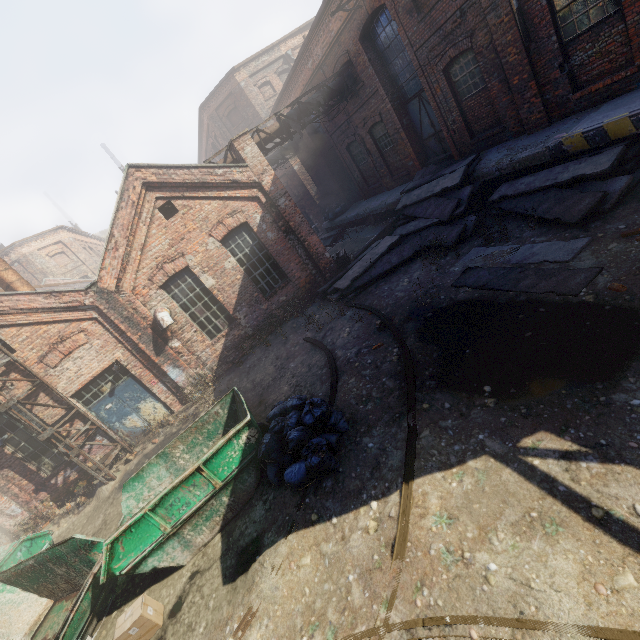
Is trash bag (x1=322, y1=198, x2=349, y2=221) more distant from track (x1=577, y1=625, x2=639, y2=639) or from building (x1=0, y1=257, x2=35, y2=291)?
building (x1=0, y1=257, x2=35, y2=291)

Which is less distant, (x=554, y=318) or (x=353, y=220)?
Result: (x=554, y=318)

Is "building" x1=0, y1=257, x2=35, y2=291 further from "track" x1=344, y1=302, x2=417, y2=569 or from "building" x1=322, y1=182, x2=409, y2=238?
"building" x1=322, y1=182, x2=409, y2=238

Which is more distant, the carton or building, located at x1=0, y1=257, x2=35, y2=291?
building, located at x1=0, y1=257, x2=35, y2=291

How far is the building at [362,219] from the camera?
15.7m

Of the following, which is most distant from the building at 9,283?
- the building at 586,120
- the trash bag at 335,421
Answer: the building at 586,120

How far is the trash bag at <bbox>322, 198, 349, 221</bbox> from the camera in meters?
21.0

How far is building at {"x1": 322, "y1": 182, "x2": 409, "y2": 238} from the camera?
15.72m
